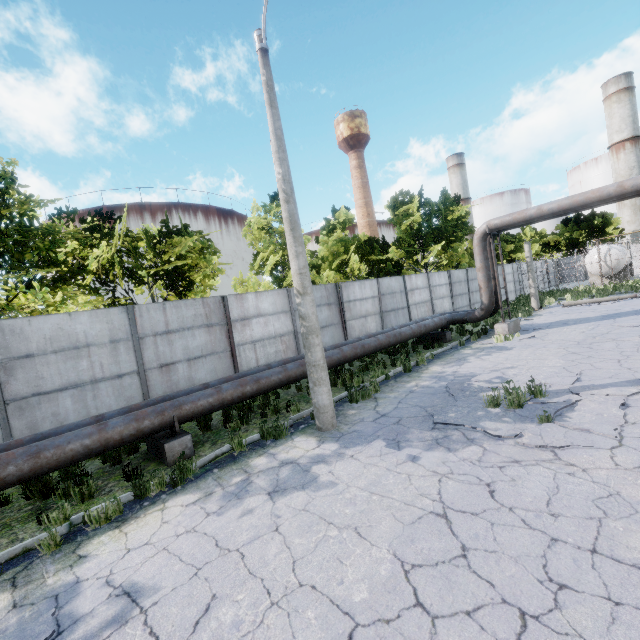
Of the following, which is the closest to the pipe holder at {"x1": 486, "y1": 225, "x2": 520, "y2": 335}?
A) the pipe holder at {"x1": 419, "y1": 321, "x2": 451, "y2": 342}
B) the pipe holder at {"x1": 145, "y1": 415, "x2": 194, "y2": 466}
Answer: the pipe holder at {"x1": 419, "y1": 321, "x2": 451, "y2": 342}

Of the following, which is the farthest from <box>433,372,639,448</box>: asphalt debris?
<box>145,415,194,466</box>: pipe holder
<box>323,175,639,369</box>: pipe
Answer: <box>145,415,194,466</box>: pipe holder

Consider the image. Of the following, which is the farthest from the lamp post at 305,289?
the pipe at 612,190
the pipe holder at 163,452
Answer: the pipe holder at 163,452

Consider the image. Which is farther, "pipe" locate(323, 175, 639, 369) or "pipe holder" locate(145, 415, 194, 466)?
"pipe" locate(323, 175, 639, 369)

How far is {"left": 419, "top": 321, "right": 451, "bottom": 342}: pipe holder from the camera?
15.60m

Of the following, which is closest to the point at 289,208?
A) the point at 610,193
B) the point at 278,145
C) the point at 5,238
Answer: the point at 278,145

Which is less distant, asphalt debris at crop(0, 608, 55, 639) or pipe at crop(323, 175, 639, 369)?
asphalt debris at crop(0, 608, 55, 639)

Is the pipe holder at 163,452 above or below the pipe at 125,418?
below
